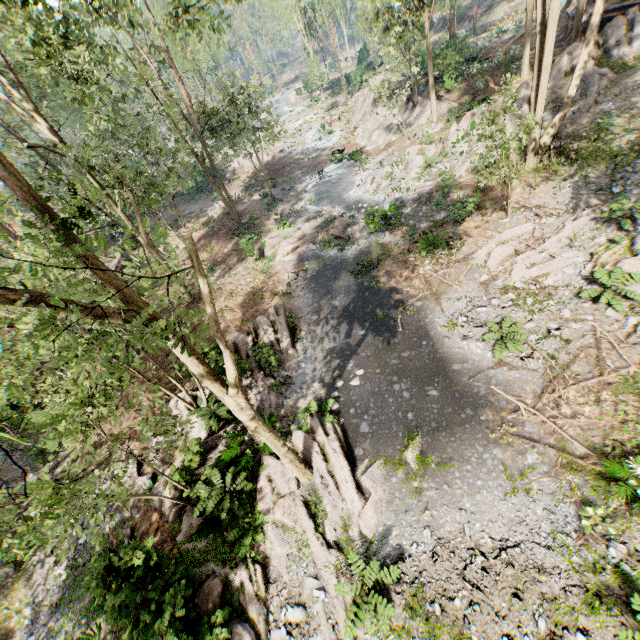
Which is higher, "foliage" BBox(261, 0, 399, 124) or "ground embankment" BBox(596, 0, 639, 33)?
"foliage" BBox(261, 0, 399, 124)

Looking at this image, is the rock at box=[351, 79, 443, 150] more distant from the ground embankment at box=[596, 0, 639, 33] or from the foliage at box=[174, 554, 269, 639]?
the ground embankment at box=[596, 0, 639, 33]

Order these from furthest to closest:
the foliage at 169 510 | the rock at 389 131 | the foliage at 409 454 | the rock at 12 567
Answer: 1. the rock at 389 131
2. the rock at 12 567
3. the foliage at 409 454
4. the foliage at 169 510

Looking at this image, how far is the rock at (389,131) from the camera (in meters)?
26.48

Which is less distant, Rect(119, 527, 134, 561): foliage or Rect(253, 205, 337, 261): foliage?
Rect(119, 527, 134, 561): foliage

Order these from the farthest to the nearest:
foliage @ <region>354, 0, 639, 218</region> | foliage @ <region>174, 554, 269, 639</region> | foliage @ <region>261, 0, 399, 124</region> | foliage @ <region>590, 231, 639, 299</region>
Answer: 1. foliage @ <region>261, 0, 399, 124</region>
2. foliage @ <region>354, 0, 639, 218</region>
3. foliage @ <region>590, 231, 639, 299</region>
4. foliage @ <region>174, 554, 269, 639</region>

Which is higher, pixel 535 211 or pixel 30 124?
pixel 30 124

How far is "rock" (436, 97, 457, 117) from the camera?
25.39m
